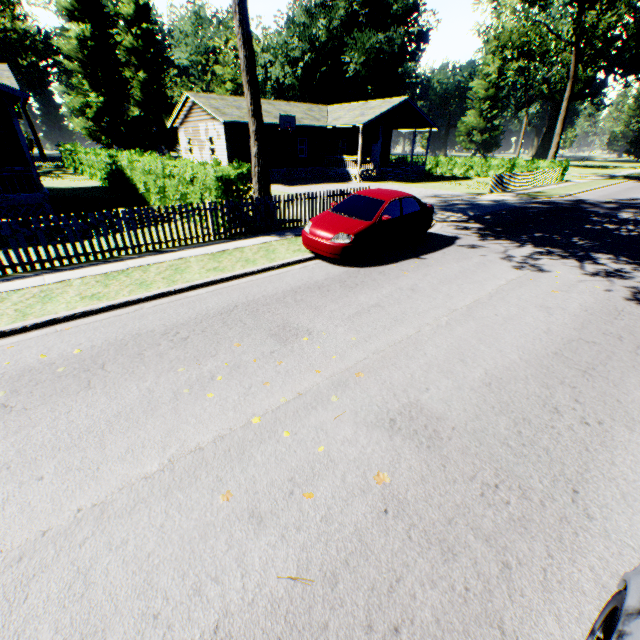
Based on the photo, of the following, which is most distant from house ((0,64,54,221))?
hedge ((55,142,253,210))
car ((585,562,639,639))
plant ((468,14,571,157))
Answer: plant ((468,14,571,157))

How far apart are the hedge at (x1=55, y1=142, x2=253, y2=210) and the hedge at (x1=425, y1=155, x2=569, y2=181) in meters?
30.6 m

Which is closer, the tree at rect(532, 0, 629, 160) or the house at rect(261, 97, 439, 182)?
the tree at rect(532, 0, 629, 160)

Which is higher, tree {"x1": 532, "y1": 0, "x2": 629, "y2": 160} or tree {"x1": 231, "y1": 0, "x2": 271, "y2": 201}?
tree {"x1": 532, "y1": 0, "x2": 629, "y2": 160}

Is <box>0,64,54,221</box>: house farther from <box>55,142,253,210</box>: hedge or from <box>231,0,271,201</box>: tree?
<box>231,0,271,201</box>: tree

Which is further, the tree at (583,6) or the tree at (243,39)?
the tree at (583,6)

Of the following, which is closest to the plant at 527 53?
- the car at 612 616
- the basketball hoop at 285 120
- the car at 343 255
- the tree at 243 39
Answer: the basketball hoop at 285 120

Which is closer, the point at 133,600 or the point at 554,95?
the point at 133,600
